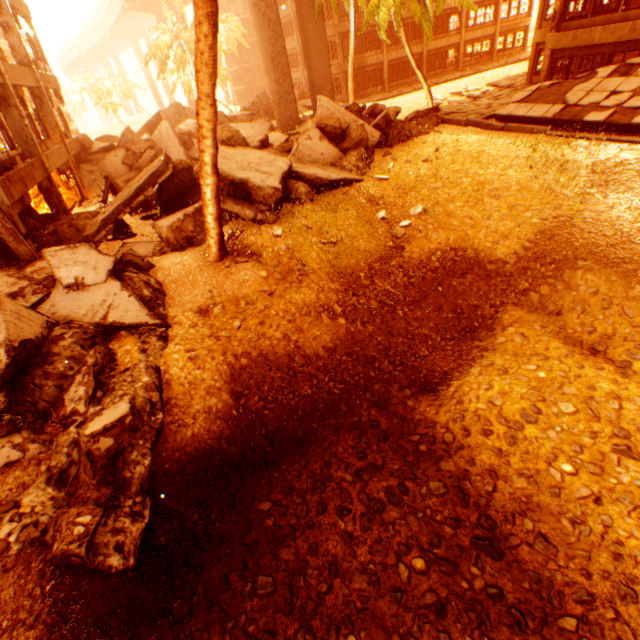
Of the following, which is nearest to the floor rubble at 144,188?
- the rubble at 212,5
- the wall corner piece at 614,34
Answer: the rubble at 212,5

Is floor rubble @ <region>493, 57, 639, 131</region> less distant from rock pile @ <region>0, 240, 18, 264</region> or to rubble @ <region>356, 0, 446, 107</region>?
rock pile @ <region>0, 240, 18, 264</region>

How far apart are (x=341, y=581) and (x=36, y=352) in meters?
6.9 m

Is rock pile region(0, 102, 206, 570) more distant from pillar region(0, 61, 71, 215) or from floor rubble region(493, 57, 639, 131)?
floor rubble region(493, 57, 639, 131)

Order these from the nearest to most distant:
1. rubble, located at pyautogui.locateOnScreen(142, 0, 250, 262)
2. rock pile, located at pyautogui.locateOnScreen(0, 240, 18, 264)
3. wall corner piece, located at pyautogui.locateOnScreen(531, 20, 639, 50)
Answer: rubble, located at pyautogui.locateOnScreen(142, 0, 250, 262)
rock pile, located at pyautogui.locateOnScreen(0, 240, 18, 264)
wall corner piece, located at pyautogui.locateOnScreen(531, 20, 639, 50)

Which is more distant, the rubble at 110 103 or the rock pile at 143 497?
the rubble at 110 103

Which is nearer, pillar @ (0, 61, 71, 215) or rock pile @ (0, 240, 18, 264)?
rock pile @ (0, 240, 18, 264)

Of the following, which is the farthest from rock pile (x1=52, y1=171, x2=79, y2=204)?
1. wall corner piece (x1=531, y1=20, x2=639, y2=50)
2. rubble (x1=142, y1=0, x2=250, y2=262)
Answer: wall corner piece (x1=531, y1=20, x2=639, y2=50)
